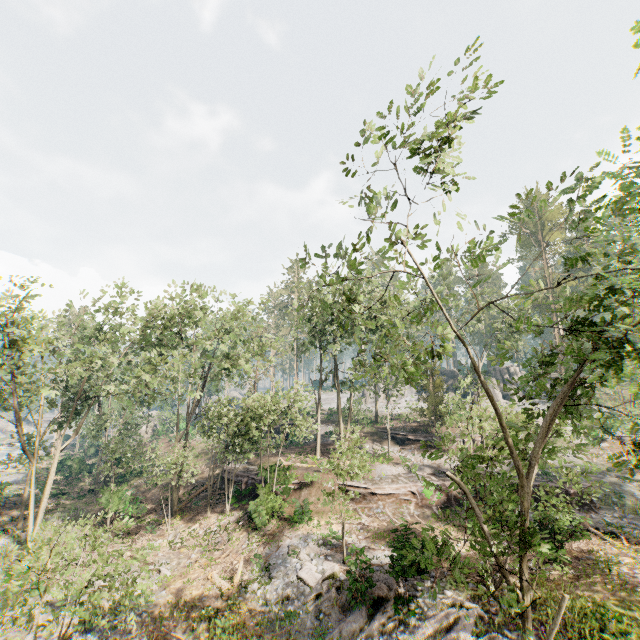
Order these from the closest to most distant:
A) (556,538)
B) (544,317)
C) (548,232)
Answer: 1. (556,538)
2. (548,232)
3. (544,317)

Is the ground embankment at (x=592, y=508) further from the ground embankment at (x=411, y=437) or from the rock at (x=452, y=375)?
the rock at (x=452, y=375)

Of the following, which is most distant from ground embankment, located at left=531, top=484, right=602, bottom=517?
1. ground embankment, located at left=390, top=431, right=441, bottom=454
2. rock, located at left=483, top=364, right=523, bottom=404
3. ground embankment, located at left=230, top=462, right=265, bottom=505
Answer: rock, located at left=483, top=364, right=523, bottom=404

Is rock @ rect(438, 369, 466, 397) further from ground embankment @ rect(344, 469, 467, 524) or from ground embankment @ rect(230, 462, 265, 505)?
ground embankment @ rect(230, 462, 265, 505)

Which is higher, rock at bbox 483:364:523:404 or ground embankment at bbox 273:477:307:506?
rock at bbox 483:364:523:404

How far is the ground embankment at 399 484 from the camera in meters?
22.8 m

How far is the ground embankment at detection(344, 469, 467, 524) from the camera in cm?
2275

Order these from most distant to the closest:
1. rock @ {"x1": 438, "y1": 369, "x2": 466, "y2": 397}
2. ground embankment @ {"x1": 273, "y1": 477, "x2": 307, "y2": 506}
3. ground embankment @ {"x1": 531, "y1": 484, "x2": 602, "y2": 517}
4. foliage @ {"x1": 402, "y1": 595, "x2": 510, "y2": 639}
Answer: rock @ {"x1": 438, "y1": 369, "x2": 466, "y2": 397} < ground embankment @ {"x1": 273, "y1": 477, "x2": 307, "y2": 506} < ground embankment @ {"x1": 531, "y1": 484, "x2": 602, "y2": 517} < foliage @ {"x1": 402, "y1": 595, "x2": 510, "y2": 639}
